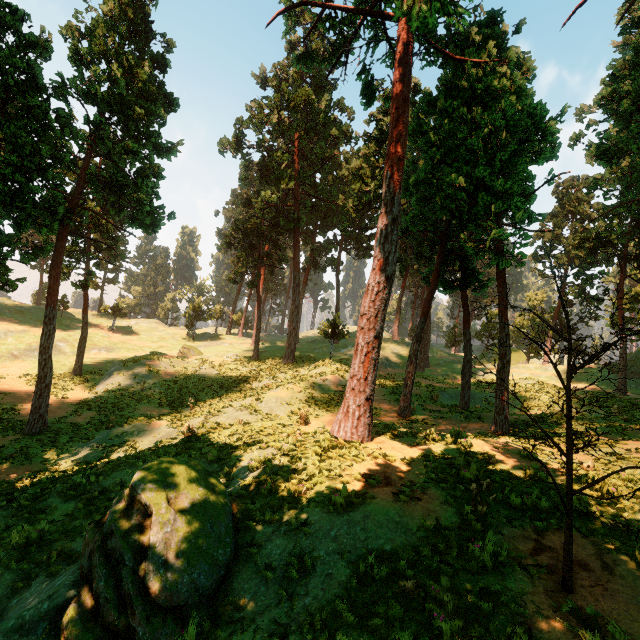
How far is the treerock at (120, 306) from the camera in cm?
5125

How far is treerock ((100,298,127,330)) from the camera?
51.2m

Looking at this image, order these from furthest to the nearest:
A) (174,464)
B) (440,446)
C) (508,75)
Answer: (508,75)
(440,446)
(174,464)

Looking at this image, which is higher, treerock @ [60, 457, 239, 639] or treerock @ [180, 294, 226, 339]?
treerock @ [180, 294, 226, 339]

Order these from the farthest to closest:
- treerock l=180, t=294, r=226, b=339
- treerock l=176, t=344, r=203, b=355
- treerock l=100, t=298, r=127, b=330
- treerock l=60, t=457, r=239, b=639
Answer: treerock l=180, t=294, r=226, b=339, treerock l=100, t=298, r=127, b=330, treerock l=176, t=344, r=203, b=355, treerock l=60, t=457, r=239, b=639

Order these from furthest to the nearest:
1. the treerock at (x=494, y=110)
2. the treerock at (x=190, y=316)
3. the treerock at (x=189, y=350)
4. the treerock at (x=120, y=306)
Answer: the treerock at (x=190, y=316) < the treerock at (x=120, y=306) < the treerock at (x=189, y=350) < the treerock at (x=494, y=110)

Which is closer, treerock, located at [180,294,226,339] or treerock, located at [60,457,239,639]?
treerock, located at [60,457,239,639]
